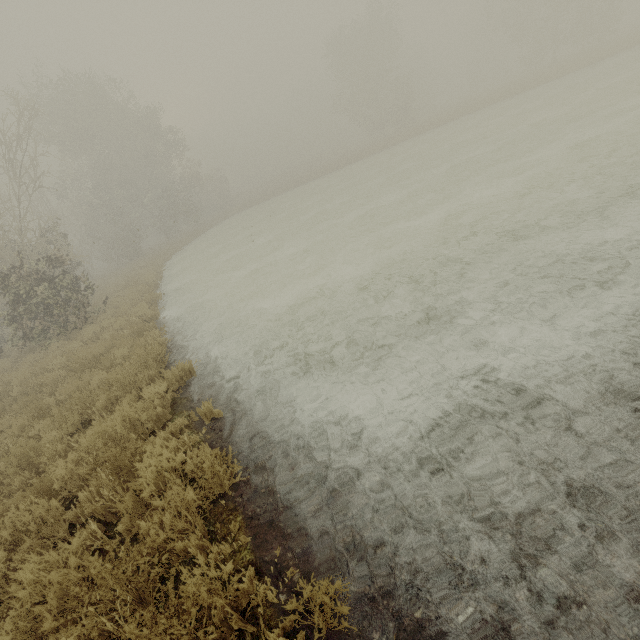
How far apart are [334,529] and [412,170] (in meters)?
21.71
